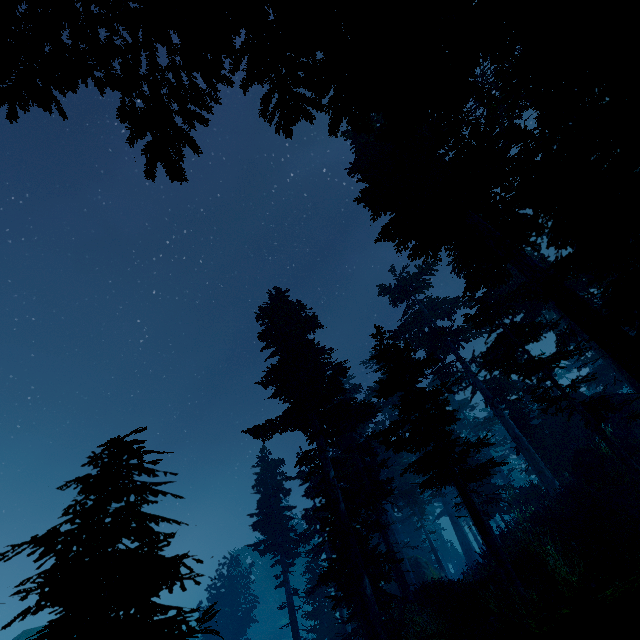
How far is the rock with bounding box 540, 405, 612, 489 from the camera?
16.9m

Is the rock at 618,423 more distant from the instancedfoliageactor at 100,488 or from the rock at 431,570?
the rock at 431,570

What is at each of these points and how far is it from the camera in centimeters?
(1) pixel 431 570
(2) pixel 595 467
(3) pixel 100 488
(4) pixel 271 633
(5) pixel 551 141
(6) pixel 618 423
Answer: (1) rock, 2795cm
(2) rock, 1706cm
(3) instancedfoliageactor, 735cm
(4) rock, 5662cm
(5) instancedfoliageactor, 179cm
(6) rock, 2083cm

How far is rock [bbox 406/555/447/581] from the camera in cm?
2720

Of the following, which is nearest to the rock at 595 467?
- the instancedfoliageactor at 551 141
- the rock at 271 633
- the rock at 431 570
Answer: the instancedfoliageactor at 551 141

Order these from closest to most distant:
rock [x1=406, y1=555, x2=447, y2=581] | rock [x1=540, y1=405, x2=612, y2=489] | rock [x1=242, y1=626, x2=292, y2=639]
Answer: rock [x1=540, y1=405, x2=612, y2=489] < rock [x1=406, y1=555, x2=447, y2=581] < rock [x1=242, y1=626, x2=292, y2=639]

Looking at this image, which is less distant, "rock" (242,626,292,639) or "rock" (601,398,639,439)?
"rock" (601,398,639,439)

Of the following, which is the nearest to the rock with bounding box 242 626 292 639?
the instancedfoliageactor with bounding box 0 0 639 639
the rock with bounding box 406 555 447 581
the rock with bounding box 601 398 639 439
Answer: the instancedfoliageactor with bounding box 0 0 639 639
